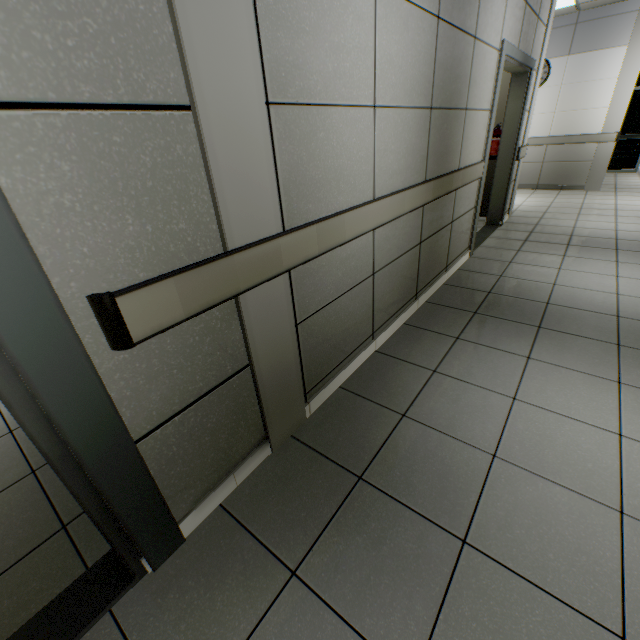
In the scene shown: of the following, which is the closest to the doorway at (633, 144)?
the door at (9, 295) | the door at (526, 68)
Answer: the door at (526, 68)

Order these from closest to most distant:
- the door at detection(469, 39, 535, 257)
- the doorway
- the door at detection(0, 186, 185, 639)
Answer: the door at detection(0, 186, 185, 639) → the door at detection(469, 39, 535, 257) → the doorway

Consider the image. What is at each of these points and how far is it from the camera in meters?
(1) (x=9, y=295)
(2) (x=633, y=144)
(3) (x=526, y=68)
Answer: (1) door, 0.8
(2) doorway, 8.9
(3) door, 4.1

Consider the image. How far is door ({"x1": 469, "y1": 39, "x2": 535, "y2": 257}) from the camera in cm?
340

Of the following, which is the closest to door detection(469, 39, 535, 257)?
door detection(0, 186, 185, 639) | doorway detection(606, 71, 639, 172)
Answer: door detection(0, 186, 185, 639)

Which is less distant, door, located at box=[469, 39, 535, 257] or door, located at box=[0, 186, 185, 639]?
door, located at box=[0, 186, 185, 639]

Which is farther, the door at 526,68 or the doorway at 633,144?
the doorway at 633,144
